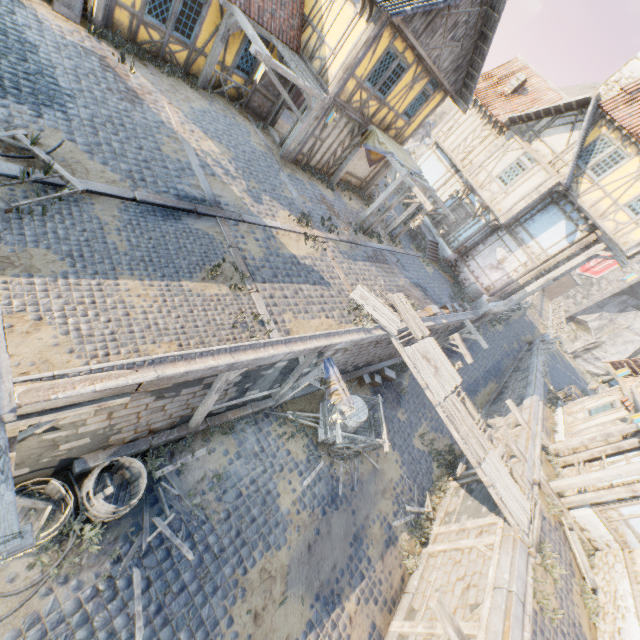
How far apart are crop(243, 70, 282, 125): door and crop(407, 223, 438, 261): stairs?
9.92m

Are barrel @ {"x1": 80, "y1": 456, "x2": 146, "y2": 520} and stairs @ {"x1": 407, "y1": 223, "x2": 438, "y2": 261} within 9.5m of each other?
no

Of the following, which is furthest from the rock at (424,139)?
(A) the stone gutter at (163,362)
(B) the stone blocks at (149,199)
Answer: (A) the stone gutter at (163,362)

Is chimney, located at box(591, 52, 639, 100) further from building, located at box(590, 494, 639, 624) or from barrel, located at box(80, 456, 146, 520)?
barrel, located at box(80, 456, 146, 520)

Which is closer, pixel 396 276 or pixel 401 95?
pixel 401 95

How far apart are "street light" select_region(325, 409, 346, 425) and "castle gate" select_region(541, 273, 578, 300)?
49.4 meters

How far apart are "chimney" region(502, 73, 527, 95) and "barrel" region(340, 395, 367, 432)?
20.6m

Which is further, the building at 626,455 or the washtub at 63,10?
the building at 626,455
